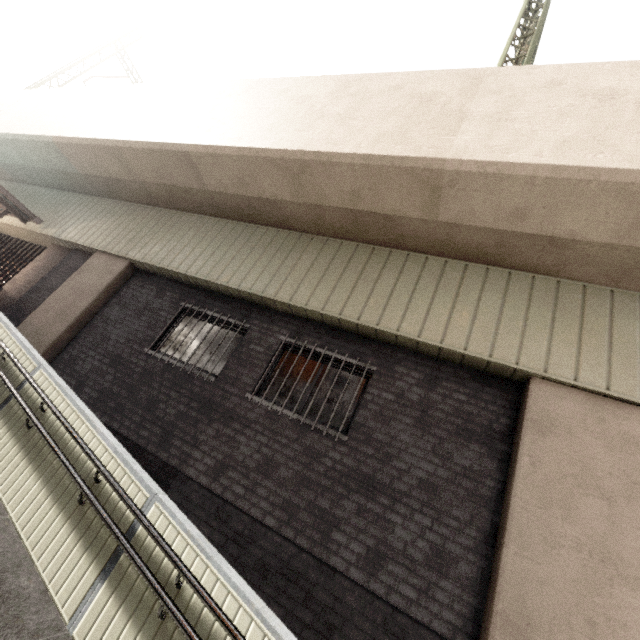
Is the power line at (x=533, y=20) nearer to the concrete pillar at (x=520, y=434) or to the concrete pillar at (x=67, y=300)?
the concrete pillar at (x=520, y=434)

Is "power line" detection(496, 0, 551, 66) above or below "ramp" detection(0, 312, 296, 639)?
above

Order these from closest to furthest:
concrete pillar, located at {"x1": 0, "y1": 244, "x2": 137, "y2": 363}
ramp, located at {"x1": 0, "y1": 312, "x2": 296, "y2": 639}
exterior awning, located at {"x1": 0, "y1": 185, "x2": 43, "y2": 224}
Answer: ramp, located at {"x1": 0, "y1": 312, "x2": 296, "y2": 639}
concrete pillar, located at {"x1": 0, "y1": 244, "x2": 137, "y2": 363}
exterior awning, located at {"x1": 0, "y1": 185, "x2": 43, "y2": 224}

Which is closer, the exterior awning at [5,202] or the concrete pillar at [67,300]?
the concrete pillar at [67,300]

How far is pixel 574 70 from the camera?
5.07m

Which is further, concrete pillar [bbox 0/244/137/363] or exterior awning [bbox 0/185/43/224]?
exterior awning [bbox 0/185/43/224]

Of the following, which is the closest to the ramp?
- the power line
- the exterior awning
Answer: the exterior awning

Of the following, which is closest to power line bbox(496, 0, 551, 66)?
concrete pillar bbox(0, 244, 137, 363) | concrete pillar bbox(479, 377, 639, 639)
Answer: concrete pillar bbox(479, 377, 639, 639)
